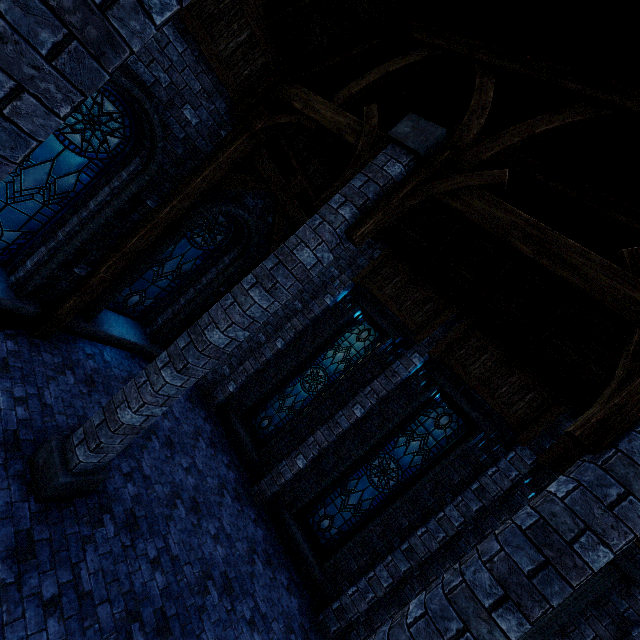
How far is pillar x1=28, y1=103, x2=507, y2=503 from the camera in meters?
4.2

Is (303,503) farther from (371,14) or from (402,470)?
(371,14)

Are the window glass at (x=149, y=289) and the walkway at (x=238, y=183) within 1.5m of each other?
yes

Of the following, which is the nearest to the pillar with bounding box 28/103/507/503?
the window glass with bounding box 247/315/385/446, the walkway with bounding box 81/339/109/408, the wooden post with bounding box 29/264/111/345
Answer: the walkway with bounding box 81/339/109/408

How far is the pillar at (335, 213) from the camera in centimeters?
418cm

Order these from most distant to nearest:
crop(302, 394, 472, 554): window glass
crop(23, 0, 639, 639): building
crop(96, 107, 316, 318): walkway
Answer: crop(302, 394, 472, 554): window glass < crop(96, 107, 316, 318): walkway < crop(23, 0, 639, 639): building

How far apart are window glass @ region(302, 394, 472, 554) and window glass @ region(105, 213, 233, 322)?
6.42m

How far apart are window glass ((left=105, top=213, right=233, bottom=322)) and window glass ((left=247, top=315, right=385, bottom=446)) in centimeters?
391cm
